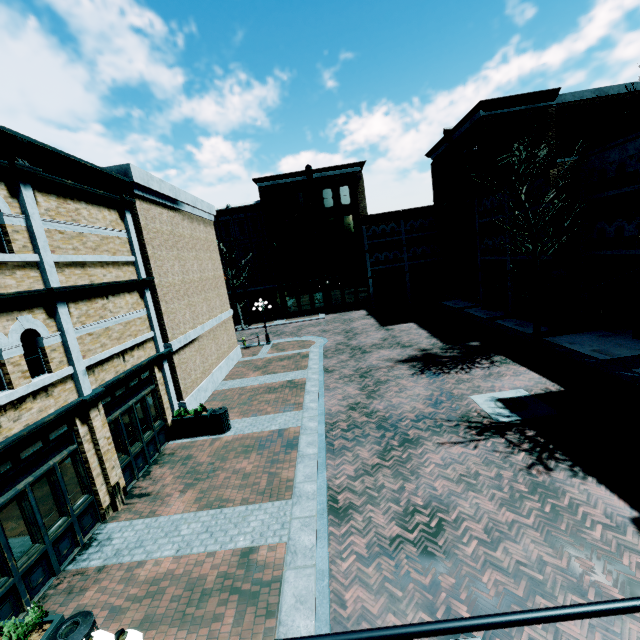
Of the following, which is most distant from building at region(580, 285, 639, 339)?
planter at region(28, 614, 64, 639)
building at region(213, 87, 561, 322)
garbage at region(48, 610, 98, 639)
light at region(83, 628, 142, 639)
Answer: light at region(83, 628, 142, 639)

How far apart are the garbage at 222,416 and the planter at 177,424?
0.0 meters

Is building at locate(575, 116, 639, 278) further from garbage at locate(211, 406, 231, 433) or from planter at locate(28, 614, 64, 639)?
garbage at locate(211, 406, 231, 433)

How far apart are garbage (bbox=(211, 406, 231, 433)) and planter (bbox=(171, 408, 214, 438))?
0.0m

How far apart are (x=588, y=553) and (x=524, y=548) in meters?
1.1 m

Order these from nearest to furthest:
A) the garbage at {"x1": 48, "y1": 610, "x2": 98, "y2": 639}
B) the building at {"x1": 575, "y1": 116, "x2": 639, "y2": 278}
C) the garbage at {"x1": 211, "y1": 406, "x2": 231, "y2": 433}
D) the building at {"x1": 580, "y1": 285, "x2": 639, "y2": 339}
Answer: the garbage at {"x1": 48, "y1": 610, "x2": 98, "y2": 639} < the garbage at {"x1": 211, "y1": 406, "x2": 231, "y2": 433} < the building at {"x1": 575, "y1": 116, "x2": 639, "y2": 278} < the building at {"x1": 580, "y1": 285, "x2": 639, "y2": 339}

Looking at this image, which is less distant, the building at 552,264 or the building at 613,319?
the building at 613,319
